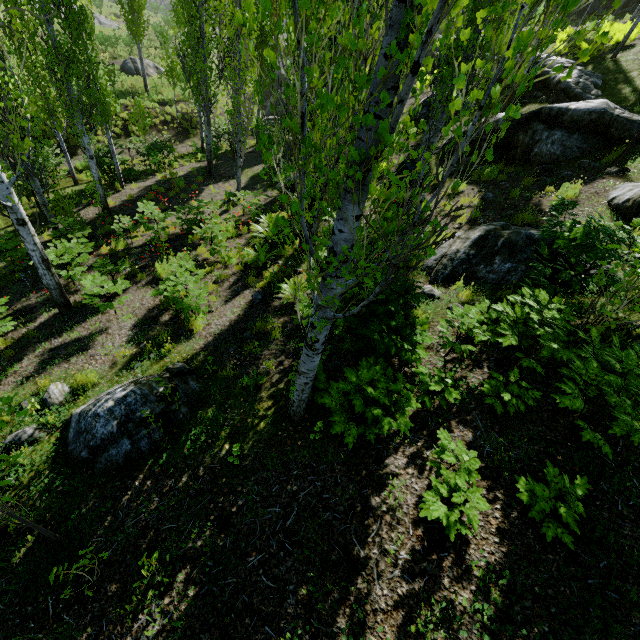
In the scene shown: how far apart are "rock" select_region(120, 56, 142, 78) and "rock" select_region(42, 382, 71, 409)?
28.39m

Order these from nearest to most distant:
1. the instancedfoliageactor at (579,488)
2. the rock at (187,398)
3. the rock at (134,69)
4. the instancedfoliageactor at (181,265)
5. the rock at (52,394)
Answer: the instancedfoliageactor at (579,488) → the rock at (187,398) → the rock at (52,394) → the instancedfoliageactor at (181,265) → the rock at (134,69)

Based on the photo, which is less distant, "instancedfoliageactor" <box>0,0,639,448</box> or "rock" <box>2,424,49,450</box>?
"instancedfoliageactor" <box>0,0,639,448</box>

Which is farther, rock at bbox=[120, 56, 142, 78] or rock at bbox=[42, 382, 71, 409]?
rock at bbox=[120, 56, 142, 78]

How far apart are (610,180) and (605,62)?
10.03m

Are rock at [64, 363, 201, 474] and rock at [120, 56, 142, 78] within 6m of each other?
→ no

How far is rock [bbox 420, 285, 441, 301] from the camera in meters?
6.5 m

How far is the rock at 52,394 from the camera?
5.6m
